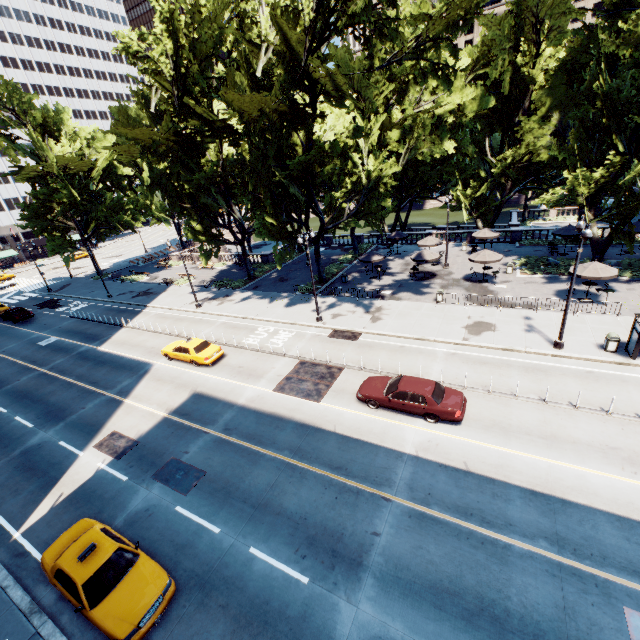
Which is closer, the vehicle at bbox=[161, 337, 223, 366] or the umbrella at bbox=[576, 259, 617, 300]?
the umbrella at bbox=[576, 259, 617, 300]

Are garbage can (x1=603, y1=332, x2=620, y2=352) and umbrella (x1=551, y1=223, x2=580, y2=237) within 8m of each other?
no

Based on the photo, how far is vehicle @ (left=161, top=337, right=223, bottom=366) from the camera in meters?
22.5

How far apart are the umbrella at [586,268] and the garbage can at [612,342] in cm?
584

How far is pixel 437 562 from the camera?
10.2 meters

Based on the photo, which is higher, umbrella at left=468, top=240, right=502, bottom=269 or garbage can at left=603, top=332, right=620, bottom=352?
umbrella at left=468, top=240, right=502, bottom=269

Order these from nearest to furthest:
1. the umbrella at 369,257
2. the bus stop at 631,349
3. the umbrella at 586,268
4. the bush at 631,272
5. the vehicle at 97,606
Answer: the vehicle at 97,606 → the bus stop at 631,349 → the umbrella at 586,268 → the bush at 631,272 → the umbrella at 369,257

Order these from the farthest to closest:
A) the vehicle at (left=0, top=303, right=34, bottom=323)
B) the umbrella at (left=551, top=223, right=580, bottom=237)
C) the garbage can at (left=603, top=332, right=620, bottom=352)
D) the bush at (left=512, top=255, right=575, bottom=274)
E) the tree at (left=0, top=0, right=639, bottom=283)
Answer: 1. the vehicle at (left=0, top=303, right=34, bottom=323)
2. the umbrella at (left=551, top=223, right=580, bottom=237)
3. the bush at (left=512, top=255, right=575, bottom=274)
4. the tree at (left=0, top=0, right=639, bottom=283)
5. the garbage can at (left=603, top=332, right=620, bottom=352)
